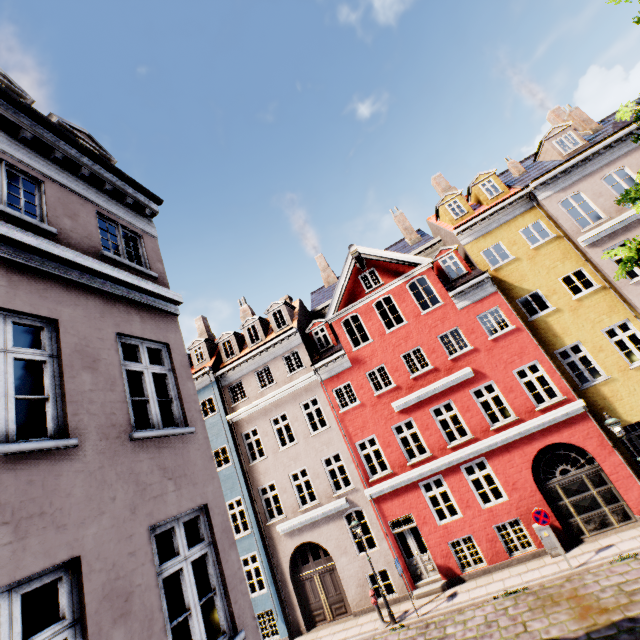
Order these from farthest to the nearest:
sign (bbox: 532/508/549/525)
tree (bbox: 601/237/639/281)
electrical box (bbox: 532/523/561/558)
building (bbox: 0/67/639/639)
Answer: electrical box (bbox: 532/523/561/558) → sign (bbox: 532/508/549/525) → tree (bbox: 601/237/639/281) → building (bbox: 0/67/639/639)

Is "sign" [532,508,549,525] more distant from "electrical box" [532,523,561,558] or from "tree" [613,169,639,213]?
"tree" [613,169,639,213]

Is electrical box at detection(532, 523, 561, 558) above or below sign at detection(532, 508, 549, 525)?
below

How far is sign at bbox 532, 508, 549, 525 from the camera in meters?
11.3 m

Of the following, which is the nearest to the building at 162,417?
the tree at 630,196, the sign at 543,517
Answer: the tree at 630,196

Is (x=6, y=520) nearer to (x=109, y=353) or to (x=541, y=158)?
(x=109, y=353)

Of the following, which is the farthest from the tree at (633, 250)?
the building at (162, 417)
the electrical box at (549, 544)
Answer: the electrical box at (549, 544)

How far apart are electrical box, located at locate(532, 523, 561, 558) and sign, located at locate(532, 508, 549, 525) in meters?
1.2
